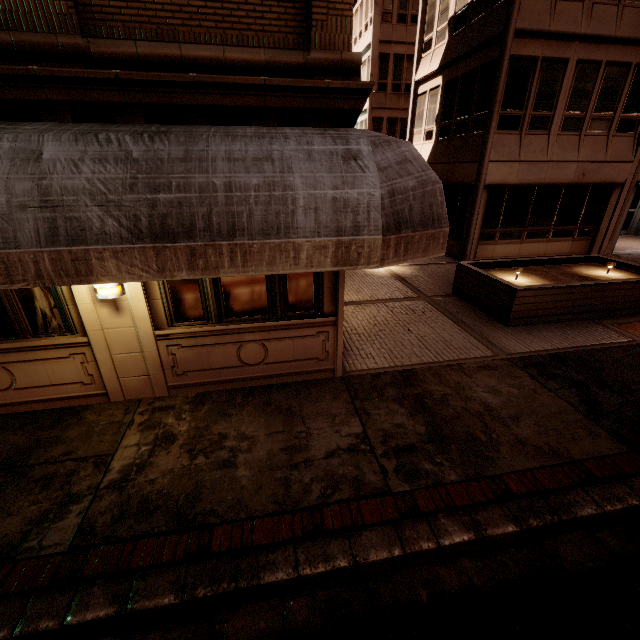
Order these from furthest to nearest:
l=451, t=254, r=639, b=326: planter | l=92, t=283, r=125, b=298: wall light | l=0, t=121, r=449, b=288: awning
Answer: l=451, t=254, r=639, b=326: planter, l=92, t=283, r=125, b=298: wall light, l=0, t=121, r=449, b=288: awning

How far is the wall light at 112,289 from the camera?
4.5m

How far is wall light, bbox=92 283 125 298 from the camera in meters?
4.5

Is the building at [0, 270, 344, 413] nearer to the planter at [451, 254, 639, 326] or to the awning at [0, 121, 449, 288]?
the awning at [0, 121, 449, 288]

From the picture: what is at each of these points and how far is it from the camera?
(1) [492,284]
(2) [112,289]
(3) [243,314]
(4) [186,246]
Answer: (1) planter, 8.3 meters
(2) wall light, 4.5 meters
(3) building, 5.3 meters
(4) awning, 3.2 meters

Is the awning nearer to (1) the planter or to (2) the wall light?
(2) the wall light

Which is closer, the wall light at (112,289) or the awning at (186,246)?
the awning at (186,246)
